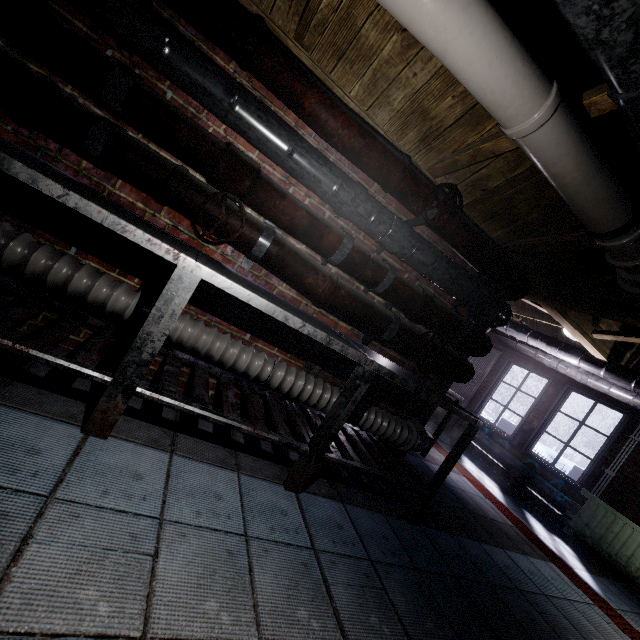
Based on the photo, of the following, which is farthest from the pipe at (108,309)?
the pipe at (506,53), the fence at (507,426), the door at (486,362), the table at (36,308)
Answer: the fence at (507,426)

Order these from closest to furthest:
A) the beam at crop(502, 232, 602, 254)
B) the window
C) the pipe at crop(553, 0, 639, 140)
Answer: the pipe at crop(553, 0, 639, 140), the beam at crop(502, 232, 602, 254), the window

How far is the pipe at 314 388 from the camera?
1.7 meters

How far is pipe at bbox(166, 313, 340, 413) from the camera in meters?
1.7 m

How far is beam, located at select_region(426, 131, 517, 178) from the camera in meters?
1.6 m

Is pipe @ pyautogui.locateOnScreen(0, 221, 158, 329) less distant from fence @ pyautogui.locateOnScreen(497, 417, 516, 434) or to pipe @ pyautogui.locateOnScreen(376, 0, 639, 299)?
pipe @ pyautogui.locateOnScreen(376, 0, 639, 299)

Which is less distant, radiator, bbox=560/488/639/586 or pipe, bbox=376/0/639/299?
pipe, bbox=376/0/639/299

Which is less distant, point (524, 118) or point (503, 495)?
point (524, 118)
